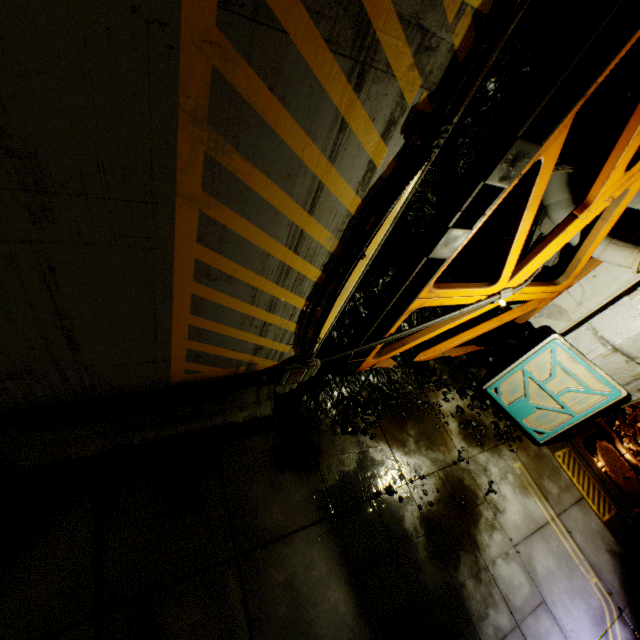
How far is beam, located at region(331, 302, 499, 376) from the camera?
6.0 meters

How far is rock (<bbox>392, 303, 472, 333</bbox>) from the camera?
7.4 meters

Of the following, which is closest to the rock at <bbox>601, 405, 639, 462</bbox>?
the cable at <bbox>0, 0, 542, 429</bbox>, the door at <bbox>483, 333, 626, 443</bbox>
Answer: the door at <bbox>483, 333, 626, 443</bbox>

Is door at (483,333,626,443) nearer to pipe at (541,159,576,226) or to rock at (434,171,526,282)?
rock at (434,171,526,282)

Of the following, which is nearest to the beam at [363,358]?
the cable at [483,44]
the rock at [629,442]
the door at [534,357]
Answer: the cable at [483,44]

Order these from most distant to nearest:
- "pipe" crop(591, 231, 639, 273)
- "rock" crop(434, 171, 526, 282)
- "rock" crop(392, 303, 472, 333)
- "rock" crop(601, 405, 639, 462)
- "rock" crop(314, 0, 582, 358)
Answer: "rock" crop(601, 405, 639, 462) < "rock" crop(392, 303, 472, 333) < "rock" crop(434, 171, 526, 282) < "pipe" crop(591, 231, 639, 273) < "rock" crop(314, 0, 582, 358)

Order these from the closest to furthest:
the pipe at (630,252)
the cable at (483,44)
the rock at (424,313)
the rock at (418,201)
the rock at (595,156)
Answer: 1. the cable at (483,44)
2. the rock at (418,201)
3. the rock at (595,156)
4. the pipe at (630,252)
5. the rock at (424,313)

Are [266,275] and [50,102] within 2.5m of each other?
yes
